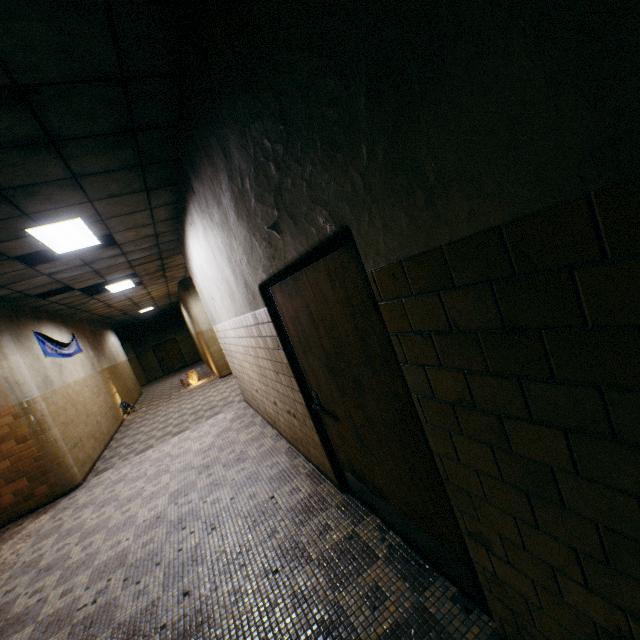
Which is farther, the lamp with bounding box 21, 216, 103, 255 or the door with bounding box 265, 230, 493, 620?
the lamp with bounding box 21, 216, 103, 255

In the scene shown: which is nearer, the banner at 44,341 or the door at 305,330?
the door at 305,330

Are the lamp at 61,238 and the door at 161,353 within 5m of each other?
no

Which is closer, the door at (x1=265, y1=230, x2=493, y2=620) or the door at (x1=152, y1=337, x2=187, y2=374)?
the door at (x1=265, y1=230, x2=493, y2=620)

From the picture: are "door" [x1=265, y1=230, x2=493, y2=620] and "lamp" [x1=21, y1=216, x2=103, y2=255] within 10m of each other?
yes

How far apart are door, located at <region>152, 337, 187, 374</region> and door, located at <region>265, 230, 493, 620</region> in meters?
22.0

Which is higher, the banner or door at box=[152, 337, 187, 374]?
the banner

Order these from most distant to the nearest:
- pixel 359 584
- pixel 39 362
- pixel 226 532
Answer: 1. pixel 39 362
2. pixel 226 532
3. pixel 359 584
